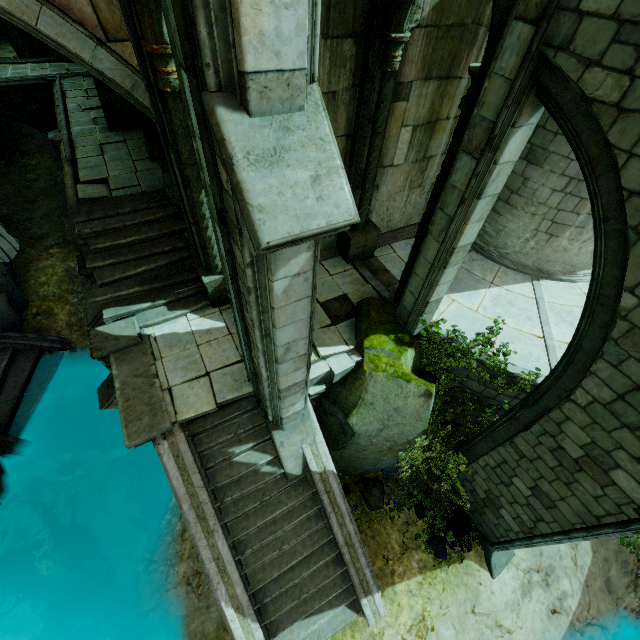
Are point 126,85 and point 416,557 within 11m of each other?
no

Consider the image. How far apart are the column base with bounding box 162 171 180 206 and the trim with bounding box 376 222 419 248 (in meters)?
5.26

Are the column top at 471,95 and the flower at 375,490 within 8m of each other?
no

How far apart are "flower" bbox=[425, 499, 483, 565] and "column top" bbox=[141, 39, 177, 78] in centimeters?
1086cm

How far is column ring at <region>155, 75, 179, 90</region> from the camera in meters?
4.6 m

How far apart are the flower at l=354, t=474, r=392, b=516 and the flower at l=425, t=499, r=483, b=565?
1.6m

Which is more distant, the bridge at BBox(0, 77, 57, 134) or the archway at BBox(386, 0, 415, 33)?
the bridge at BBox(0, 77, 57, 134)

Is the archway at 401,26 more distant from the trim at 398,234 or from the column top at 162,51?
the trim at 398,234
